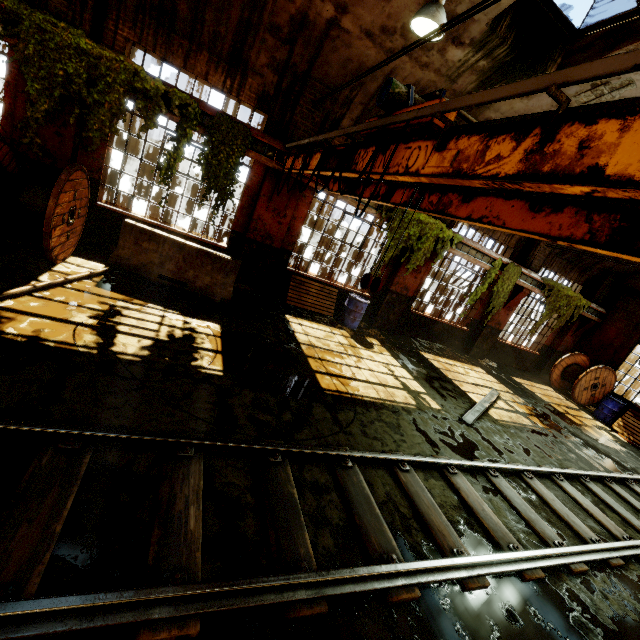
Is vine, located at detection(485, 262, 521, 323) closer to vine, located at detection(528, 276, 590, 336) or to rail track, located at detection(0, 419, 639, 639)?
vine, located at detection(528, 276, 590, 336)

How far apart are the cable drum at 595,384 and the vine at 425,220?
8.0m

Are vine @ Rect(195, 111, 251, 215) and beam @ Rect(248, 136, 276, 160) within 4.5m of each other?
yes

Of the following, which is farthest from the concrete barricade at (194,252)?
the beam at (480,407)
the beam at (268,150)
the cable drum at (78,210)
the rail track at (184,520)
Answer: the beam at (480,407)

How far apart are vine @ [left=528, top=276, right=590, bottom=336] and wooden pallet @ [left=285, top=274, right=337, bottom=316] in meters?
8.2 m

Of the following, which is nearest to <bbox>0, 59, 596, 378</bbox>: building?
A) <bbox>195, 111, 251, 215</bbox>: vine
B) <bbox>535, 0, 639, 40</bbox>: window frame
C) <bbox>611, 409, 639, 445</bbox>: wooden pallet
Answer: <bbox>535, 0, 639, 40</bbox>: window frame

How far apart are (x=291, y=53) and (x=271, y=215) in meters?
3.6 m

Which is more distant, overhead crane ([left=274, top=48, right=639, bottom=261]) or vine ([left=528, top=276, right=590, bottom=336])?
vine ([left=528, top=276, right=590, bottom=336])
